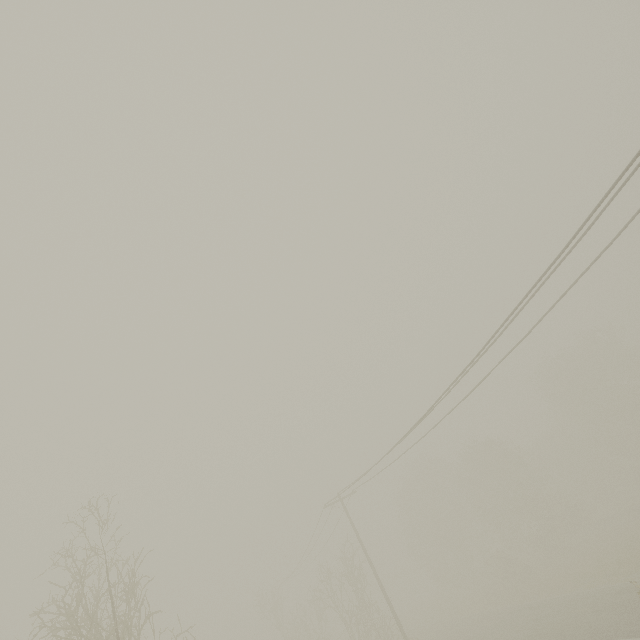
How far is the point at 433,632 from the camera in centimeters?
3303cm
